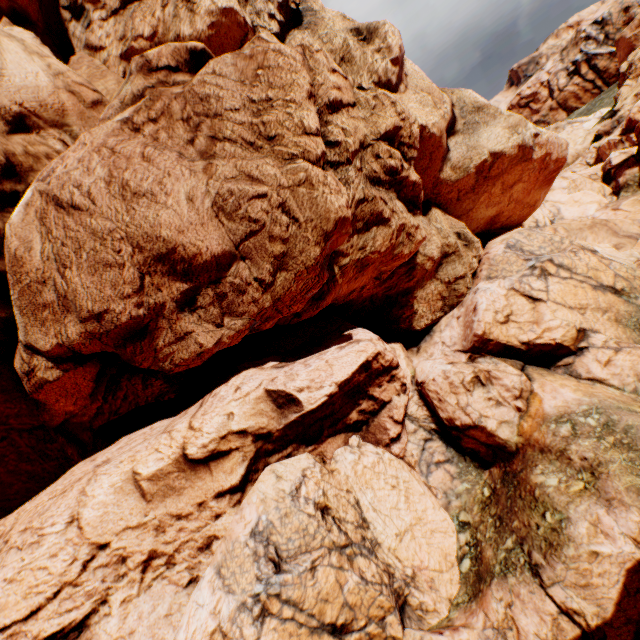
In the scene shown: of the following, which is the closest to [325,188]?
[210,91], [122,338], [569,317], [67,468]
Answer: [210,91]
